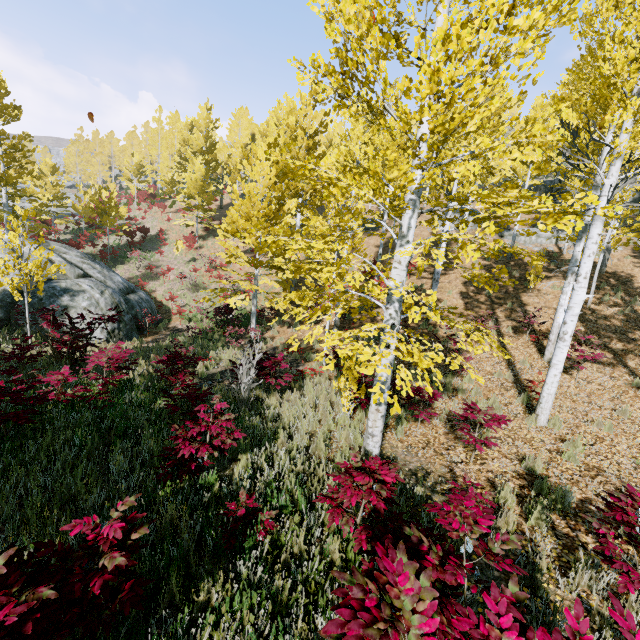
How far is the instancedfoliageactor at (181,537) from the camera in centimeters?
330cm

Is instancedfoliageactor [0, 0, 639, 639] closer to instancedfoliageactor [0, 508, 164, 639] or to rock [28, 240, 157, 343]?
instancedfoliageactor [0, 508, 164, 639]

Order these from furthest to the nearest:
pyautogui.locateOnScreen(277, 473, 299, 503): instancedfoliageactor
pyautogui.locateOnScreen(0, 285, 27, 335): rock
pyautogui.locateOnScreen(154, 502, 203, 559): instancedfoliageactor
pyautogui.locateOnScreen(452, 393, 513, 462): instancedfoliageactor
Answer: pyautogui.locateOnScreen(0, 285, 27, 335): rock → pyautogui.locateOnScreen(452, 393, 513, 462): instancedfoliageactor → pyautogui.locateOnScreen(277, 473, 299, 503): instancedfoliageactor → pyautogui.locateOnScreen(154, 502, 203, 559): instancedfoliageactor

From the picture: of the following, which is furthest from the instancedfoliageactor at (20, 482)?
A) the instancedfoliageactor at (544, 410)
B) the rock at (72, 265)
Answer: the rock at (72, 265)

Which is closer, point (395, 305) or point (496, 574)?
point (496, 574)

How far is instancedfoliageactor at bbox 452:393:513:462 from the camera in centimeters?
561cm
